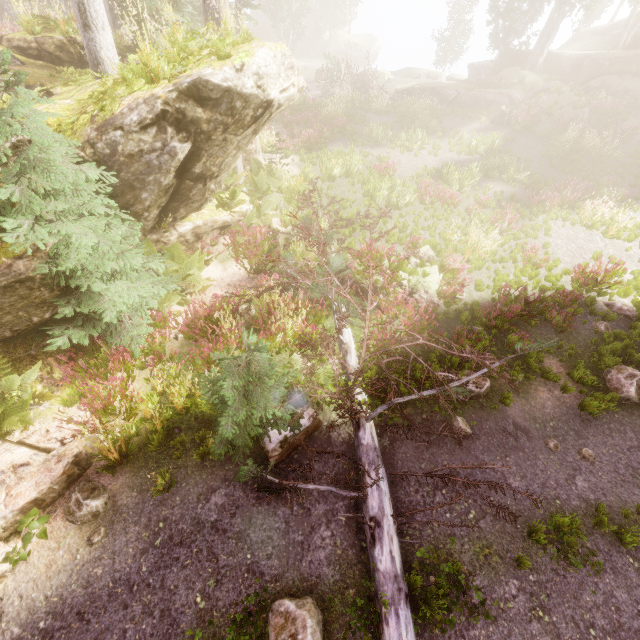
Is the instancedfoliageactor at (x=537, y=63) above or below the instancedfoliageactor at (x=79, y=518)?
above

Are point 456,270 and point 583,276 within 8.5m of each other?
yes

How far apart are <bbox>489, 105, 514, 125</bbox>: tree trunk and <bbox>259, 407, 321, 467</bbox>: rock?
22.26m

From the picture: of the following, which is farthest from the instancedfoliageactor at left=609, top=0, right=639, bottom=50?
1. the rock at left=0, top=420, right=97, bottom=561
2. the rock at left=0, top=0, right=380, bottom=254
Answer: the rock at left=0, top=420, right=97, bottom=561

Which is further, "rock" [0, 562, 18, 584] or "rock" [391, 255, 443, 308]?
"rock" [391, 255, 443, 308]

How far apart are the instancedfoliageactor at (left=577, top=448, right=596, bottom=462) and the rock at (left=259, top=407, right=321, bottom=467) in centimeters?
571cm

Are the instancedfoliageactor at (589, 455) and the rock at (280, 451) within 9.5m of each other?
yes

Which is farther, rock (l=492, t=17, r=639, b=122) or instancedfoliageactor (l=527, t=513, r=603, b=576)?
rock (l=492, t=17, r=639, b=122)
